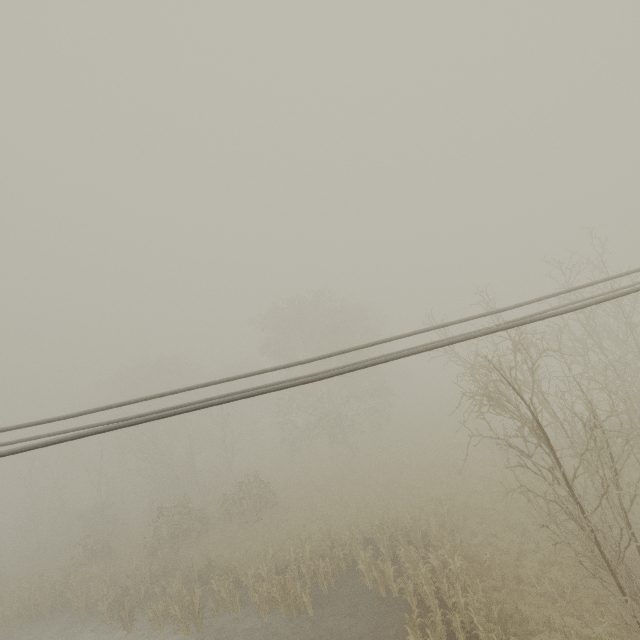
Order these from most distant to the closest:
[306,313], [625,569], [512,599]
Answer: [306,313], [512,599], [625,569]
